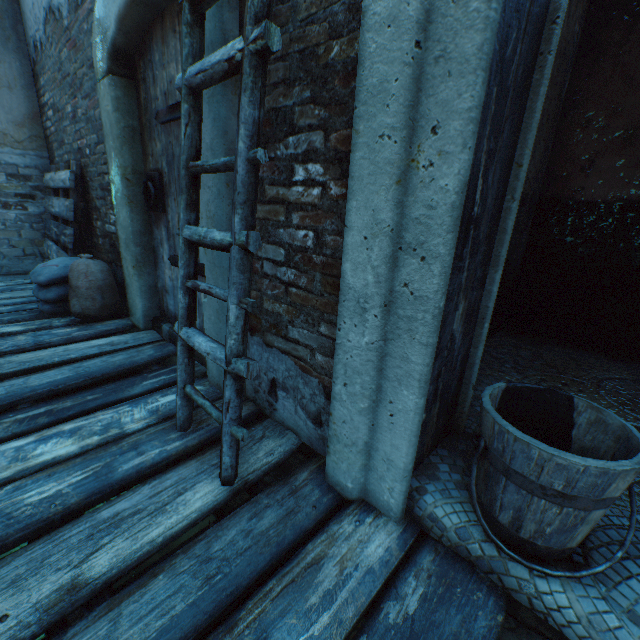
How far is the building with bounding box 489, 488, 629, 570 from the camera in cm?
102

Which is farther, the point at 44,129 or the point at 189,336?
the point at 44,129

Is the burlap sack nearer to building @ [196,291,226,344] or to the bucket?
building @ [196,291,226,344]

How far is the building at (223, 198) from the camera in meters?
1.6

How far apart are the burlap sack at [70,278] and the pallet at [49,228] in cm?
4

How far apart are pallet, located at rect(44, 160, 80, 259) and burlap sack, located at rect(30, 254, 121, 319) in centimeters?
4cm

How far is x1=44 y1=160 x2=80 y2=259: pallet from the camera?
3.5m
